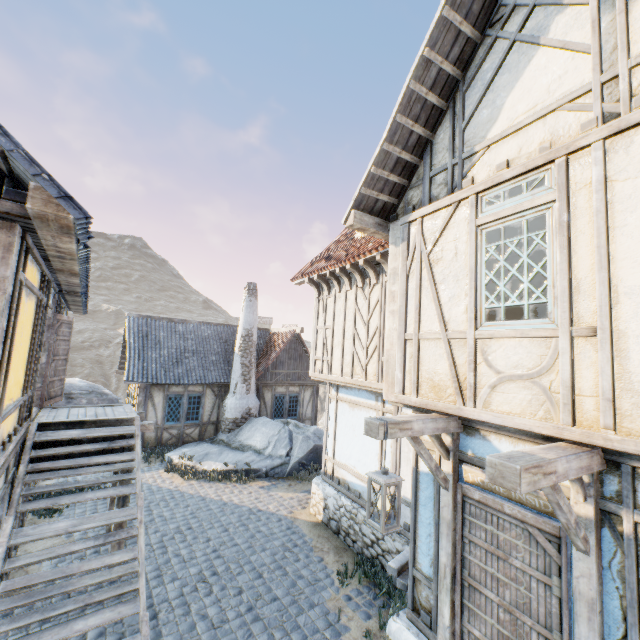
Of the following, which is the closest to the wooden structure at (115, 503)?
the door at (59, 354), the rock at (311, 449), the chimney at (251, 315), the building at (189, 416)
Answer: the door at (59, 354)

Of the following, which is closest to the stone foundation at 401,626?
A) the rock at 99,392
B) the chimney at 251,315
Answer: the chimney at 251,315

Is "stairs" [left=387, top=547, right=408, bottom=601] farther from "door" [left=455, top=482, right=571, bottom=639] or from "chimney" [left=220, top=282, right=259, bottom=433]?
"chimney" [left=220, top=282, right=259, bottom=433]

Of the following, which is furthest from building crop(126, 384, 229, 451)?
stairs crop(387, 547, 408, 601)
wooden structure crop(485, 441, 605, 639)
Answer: wooden structure crop(485, 441, 605, 639)

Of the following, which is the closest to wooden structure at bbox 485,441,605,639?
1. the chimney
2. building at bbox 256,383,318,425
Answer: the chimney

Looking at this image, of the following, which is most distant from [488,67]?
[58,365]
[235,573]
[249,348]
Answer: [249,348]

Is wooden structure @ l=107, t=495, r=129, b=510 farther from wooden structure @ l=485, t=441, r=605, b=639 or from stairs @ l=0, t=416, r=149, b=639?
wooden structure @ l=485, t=441, r=605, b=639

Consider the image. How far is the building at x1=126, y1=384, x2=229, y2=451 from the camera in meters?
14.1
